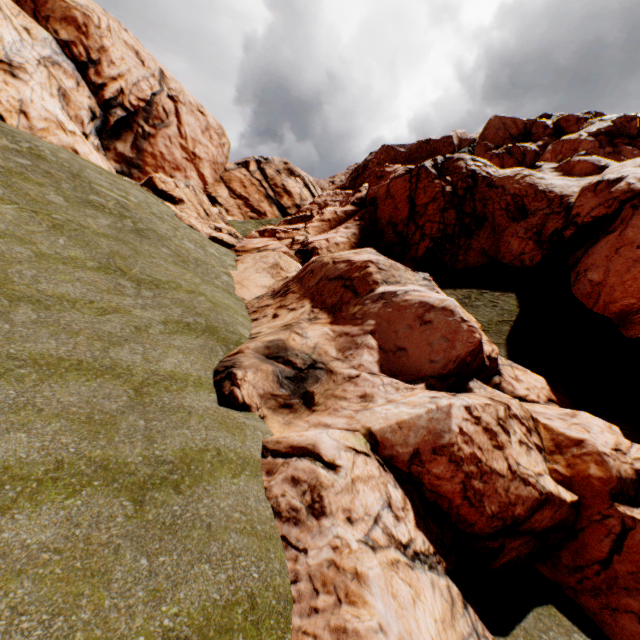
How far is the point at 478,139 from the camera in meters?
58.8
